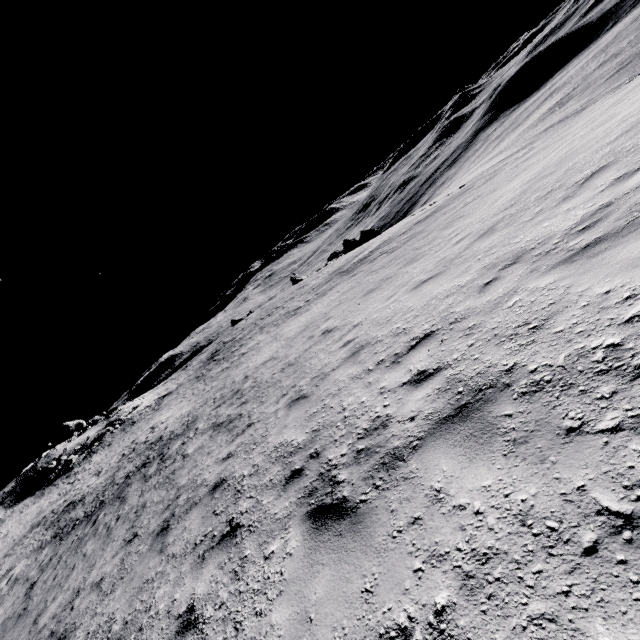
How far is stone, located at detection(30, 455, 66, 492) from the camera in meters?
40.2

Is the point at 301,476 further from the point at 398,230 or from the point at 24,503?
the point at 24,503

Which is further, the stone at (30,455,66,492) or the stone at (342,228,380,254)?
the stone at (342,228,380,254)

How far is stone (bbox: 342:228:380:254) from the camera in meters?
48.4

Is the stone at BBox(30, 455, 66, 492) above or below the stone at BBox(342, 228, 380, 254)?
above

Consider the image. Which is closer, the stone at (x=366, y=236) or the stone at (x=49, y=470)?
the stone at (x=49, y=470)

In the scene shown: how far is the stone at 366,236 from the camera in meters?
48.4
